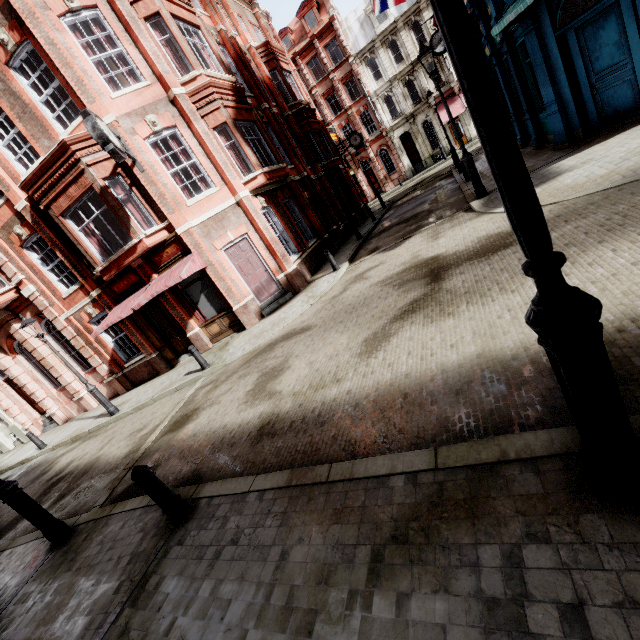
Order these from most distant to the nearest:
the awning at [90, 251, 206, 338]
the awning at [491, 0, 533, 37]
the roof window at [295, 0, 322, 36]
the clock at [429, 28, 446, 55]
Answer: the roof window at [295, 0, 322, 36] → the clock at [429, 28, 446, 55] → the awning at [90, 251, 206, 338] → the awning at [491, 0, 533, 37]

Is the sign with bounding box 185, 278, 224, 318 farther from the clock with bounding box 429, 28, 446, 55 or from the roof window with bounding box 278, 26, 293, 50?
the roof window with bounding box 278, 26, 293, 50

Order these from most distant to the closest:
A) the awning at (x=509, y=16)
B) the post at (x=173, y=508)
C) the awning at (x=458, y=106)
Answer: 1. the awning at (x=458, y=106)
2. the awning at (x=509, y=16)
3. the post at (x=173, y=508)

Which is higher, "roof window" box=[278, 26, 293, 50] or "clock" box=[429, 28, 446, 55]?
"roof window" box=[278, 26, 293, 50]

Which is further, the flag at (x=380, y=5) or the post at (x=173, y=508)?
the flag at (x=380, y=5)

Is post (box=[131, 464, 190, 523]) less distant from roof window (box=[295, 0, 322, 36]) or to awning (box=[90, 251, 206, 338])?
awning (box=[90, 251, 206, 338])

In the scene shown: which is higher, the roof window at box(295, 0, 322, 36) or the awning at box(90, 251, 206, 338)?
the roof window at box(295, 0, 322, 36)

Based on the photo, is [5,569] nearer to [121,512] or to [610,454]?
[121,512]
